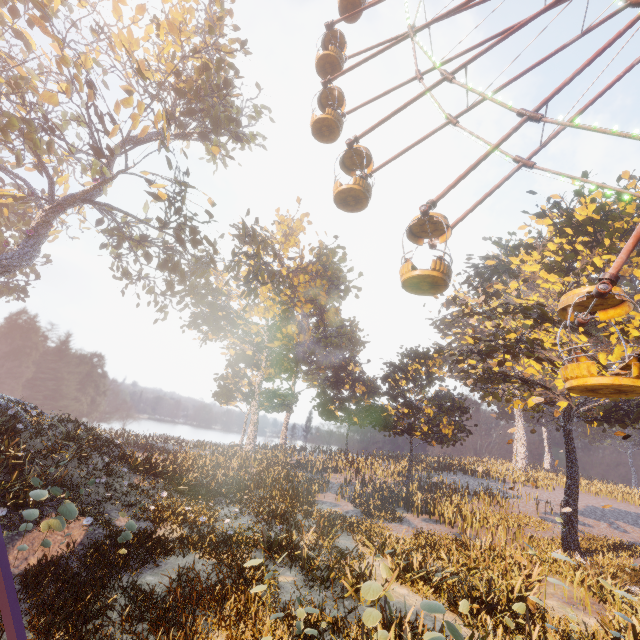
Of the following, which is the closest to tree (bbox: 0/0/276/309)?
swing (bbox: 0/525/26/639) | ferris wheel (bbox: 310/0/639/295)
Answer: ferris wheel (bbox: 310/0/639/295)

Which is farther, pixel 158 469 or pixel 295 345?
pixel 295 345

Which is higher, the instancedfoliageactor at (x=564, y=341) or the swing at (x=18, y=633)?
the instancedfoliageactor at (x=564, y=341)

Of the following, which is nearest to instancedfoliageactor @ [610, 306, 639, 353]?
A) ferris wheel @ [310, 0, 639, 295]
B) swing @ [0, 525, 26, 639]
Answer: ferris wheel @ [310, 0, 639, 295]

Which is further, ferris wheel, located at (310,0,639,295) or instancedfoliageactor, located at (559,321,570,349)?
instancedfoliageactor, located at (559,321,570,349)

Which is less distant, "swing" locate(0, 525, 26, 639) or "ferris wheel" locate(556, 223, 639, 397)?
"swing" locate(0, 525, 26, 639)

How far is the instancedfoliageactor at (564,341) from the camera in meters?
14.2 m

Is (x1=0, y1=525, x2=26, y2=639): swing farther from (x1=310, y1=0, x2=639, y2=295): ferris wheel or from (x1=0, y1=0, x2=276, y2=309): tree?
(x1=310, y1=0, x2=639, y2=295): ferris wheel
